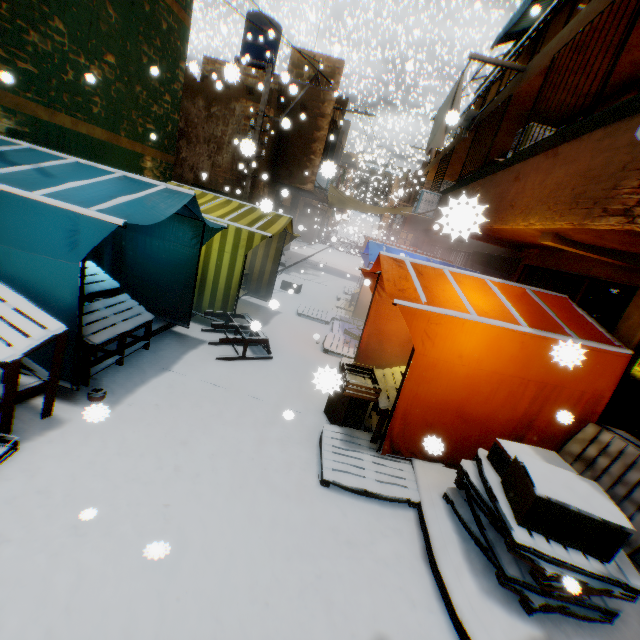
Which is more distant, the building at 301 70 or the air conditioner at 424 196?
the building at 301 70

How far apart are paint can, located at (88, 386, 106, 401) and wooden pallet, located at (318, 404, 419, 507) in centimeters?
285cm

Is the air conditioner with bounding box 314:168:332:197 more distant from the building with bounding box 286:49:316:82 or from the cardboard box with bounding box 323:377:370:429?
the cardboard box with bounding box 323:377:370:429

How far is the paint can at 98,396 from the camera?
4.0 meters

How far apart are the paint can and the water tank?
15.9m

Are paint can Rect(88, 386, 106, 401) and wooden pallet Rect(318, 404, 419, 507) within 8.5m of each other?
yes

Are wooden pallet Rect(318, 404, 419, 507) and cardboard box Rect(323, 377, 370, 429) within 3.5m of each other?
yes

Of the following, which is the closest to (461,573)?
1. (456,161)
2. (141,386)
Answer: (141,386)
